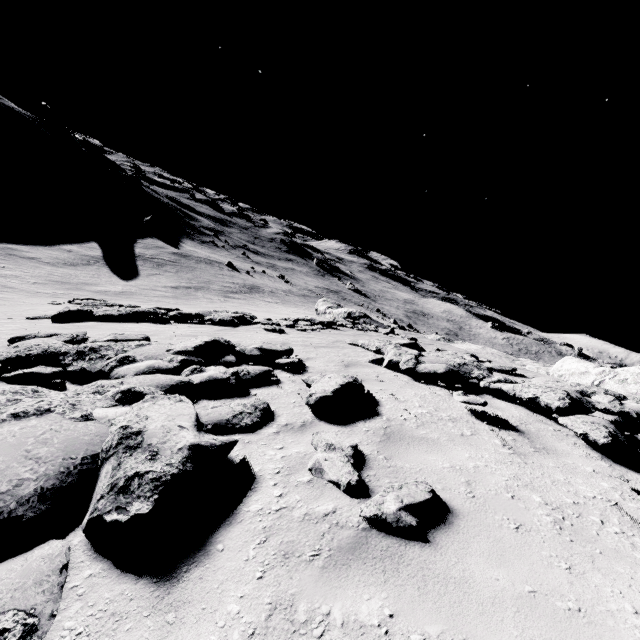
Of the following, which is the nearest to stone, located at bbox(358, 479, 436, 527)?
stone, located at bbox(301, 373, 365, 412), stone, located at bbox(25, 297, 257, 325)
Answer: stone, located at bbox(301, 373, 365, 412)

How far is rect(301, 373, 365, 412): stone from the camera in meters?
4.7 m

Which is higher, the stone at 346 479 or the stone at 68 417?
the stone at 346 479

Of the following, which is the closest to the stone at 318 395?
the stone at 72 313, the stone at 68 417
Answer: the stone at 68 417

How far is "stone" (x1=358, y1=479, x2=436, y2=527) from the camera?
2.5m

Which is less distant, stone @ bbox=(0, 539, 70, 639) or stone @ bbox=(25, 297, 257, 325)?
stone @ bbox=(0, 539, 70, 639)

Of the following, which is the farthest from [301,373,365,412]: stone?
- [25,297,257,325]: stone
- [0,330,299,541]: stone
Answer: [25,297,257,325]: stone

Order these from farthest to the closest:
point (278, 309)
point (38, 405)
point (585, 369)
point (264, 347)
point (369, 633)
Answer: point (278, 309), point (585, 369), point (264, 347), point (38, 405), point (369, 633)
